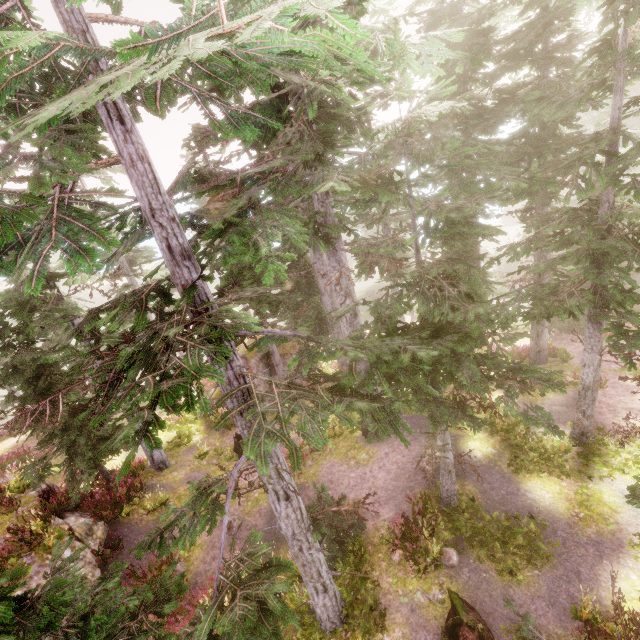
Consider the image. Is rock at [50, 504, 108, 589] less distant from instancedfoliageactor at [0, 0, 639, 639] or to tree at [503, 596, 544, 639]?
instancedfoliageactor at [0, 0, 639, 639]

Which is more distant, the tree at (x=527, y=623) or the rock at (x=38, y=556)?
the rock at (x=38, y=556)

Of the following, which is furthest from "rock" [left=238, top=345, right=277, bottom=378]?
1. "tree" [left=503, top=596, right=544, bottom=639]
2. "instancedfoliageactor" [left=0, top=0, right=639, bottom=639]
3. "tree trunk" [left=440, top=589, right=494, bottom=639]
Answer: "tree" [left=503, top=596, right=544, bottom=639]

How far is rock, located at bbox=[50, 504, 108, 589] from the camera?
10.93m

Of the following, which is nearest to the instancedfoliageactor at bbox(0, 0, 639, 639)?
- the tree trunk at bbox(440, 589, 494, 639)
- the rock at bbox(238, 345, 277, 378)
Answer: the rock at bbox(238, 345, 277, 378)

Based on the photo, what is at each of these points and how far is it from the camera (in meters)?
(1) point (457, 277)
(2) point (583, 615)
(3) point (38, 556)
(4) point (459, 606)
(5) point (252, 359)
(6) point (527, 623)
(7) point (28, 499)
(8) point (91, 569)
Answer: (1) instancedfoliageactor, 6.52
(2) instancedfoliageactor, 7.59
(3) rock, 10.57
(4) tree trunk, 8.23
(5) rock, 19.83
(6) tree, 7.04
(7) rock, 12.21
(8) rock, 11.09

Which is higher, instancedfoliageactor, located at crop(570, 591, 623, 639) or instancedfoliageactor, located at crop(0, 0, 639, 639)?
instancedfoliageactor, located at crop(0, 0, 639, 639)

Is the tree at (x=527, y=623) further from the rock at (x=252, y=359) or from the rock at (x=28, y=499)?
the rock at (x=252, y=359)
